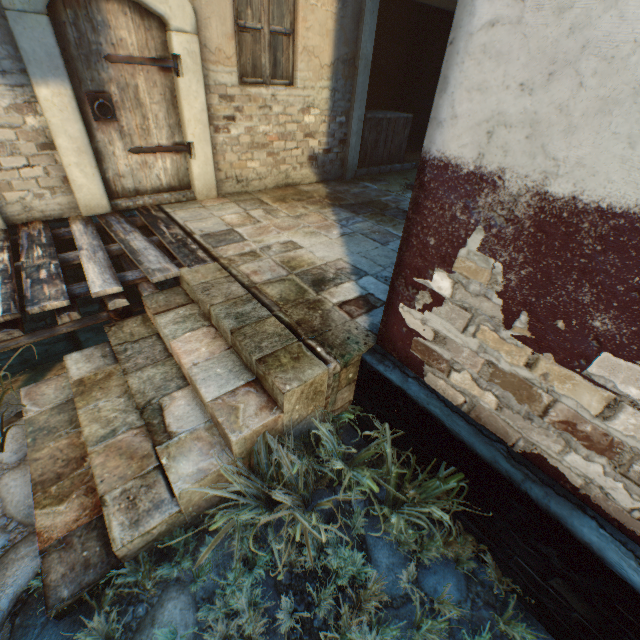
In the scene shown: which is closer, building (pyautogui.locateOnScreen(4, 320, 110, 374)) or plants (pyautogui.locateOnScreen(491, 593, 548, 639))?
plants (pyautogui.locateOnScreen(491, 593, 548, 639))

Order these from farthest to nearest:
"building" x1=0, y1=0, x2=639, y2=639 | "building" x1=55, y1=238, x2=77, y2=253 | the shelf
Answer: the shelf, "building" x1=55, y1=238, x2=77, y2=253, "building" x1=0, y1=0, x2=639, y2=639

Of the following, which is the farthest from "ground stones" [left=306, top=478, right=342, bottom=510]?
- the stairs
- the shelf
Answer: the shelf

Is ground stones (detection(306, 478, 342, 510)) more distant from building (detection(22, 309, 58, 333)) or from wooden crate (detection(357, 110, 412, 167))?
wooden crate (detection(357, 110, 412, 167))

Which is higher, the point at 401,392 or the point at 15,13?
the point at 15,13

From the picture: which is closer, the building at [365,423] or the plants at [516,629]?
the plants at [516,629]

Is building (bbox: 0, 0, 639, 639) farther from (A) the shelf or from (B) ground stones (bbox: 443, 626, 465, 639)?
(A) the shelf

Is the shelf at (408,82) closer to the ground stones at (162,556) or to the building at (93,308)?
the building at (93,308)
